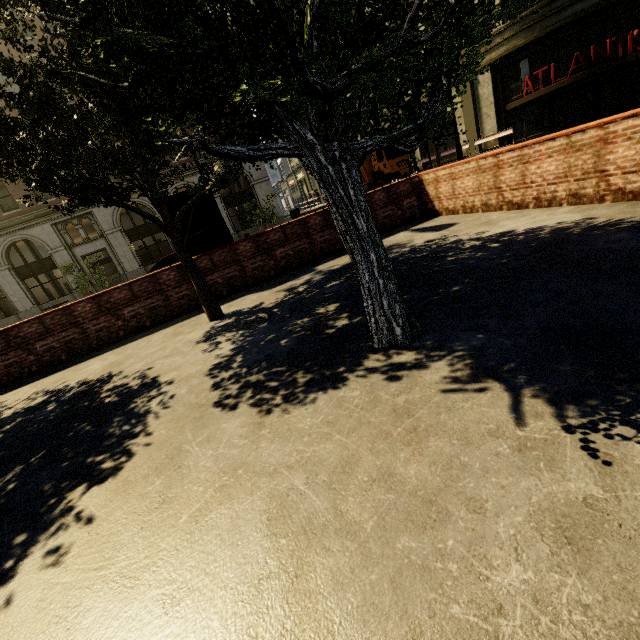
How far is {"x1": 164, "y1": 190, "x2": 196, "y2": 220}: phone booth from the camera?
7.8m

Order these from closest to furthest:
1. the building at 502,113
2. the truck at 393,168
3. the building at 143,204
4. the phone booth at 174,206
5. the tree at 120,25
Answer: the tree at 120,25, the phone booth at 174,206, the building at 502,113, the truck at 393,168, the building at 143,204

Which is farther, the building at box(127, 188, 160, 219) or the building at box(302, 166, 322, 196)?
the building at box(302, 166, 322, 196)

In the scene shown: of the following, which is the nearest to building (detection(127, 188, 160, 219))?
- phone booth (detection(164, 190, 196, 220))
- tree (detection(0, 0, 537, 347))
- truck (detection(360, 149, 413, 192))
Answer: tree (detection(0, 0, 537, 347))

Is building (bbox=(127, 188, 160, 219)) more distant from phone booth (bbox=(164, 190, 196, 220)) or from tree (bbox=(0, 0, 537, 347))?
phone booth (bbox=(164, 190, 196, 220))

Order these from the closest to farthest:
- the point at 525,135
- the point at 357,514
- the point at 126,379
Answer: the point at 357,514
the point at 126,379
the point at 525,135

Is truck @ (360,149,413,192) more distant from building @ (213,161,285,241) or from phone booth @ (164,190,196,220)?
phone booth @ (164,190,196,220)

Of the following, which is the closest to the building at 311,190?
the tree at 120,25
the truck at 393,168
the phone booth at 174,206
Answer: the tree at 120,25
